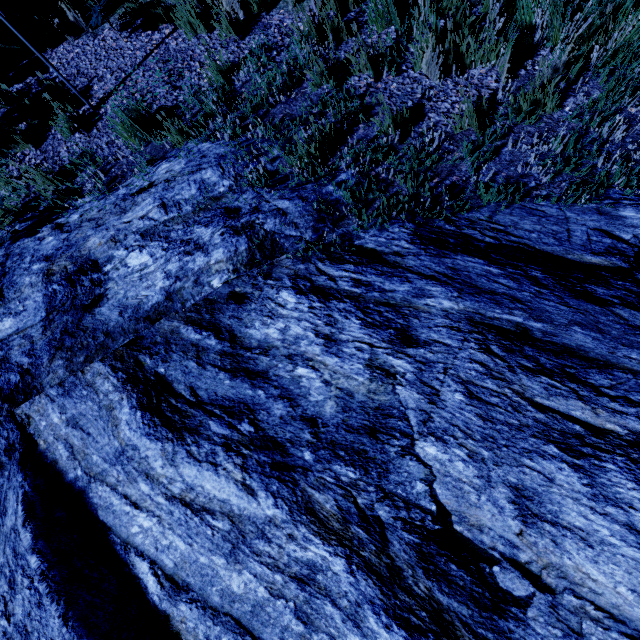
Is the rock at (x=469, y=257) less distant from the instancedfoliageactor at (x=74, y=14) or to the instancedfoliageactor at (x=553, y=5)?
the instancedfoliageactor at (x=74, y=14)

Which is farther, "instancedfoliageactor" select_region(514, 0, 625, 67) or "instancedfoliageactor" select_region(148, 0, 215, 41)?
"instancedfoliageactor" select_region(148, 0, 215, 41)

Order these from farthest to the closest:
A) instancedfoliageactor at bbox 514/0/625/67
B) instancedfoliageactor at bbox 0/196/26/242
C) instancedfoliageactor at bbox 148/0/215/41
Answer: instancedfoliageactor at bbox 148/0/215/41, instancedfoliageactor at bbox 0/196/26/242, instancedfoliageactor at bbox 514/0/625/67

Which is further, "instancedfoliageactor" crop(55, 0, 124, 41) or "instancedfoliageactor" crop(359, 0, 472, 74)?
"instancedfoliageactor" crop(55, 0, 124, 41)

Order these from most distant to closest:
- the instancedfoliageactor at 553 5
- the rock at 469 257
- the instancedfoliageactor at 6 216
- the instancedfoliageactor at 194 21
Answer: the instancedfoliageactor at 194 21 → the instancedfoliageactor at 6 216 → the instancedfoliageactor at 553 5 → the rock at 469 257

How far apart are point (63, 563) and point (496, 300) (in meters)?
2.81

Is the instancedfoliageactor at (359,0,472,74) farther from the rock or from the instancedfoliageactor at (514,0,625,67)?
the instancedfoliageactor at (514,0,625,67)

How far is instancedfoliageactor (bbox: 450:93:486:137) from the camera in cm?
268
